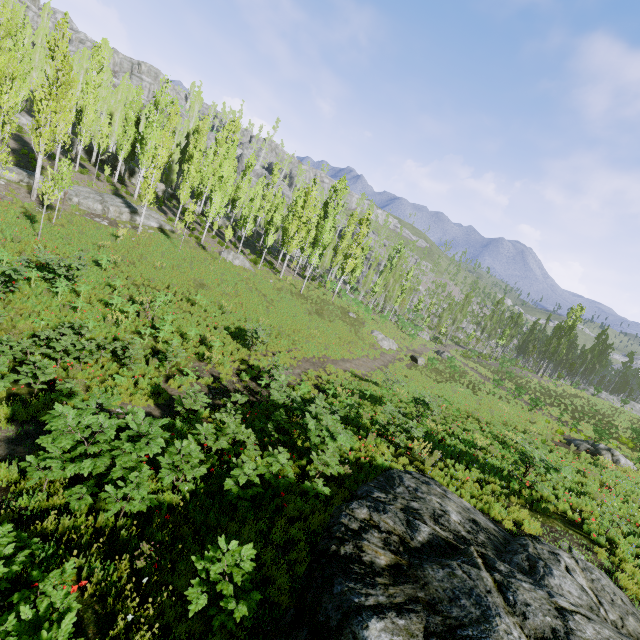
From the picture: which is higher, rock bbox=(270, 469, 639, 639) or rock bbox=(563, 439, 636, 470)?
rock bbox=(270, 469, 639, 639)

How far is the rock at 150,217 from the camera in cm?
2984

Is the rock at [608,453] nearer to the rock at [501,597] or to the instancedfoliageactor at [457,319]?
the instancedfoliageactor at [457,319]

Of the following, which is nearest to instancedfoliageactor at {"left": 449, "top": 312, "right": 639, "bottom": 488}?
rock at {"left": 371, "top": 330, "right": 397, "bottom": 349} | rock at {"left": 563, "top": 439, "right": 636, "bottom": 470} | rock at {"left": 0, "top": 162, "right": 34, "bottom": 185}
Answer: rock at {"left": 0, "top": 162, "right": 34, "bottom": 185}

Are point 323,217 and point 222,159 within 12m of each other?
no

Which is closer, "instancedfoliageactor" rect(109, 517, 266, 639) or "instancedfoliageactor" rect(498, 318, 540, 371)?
"instancedfoliageactor" rect(109, 517, 266, 639)

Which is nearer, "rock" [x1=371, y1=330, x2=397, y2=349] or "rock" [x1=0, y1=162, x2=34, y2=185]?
"rock" [x1=0, y1=162, x2=34, y2=185]
